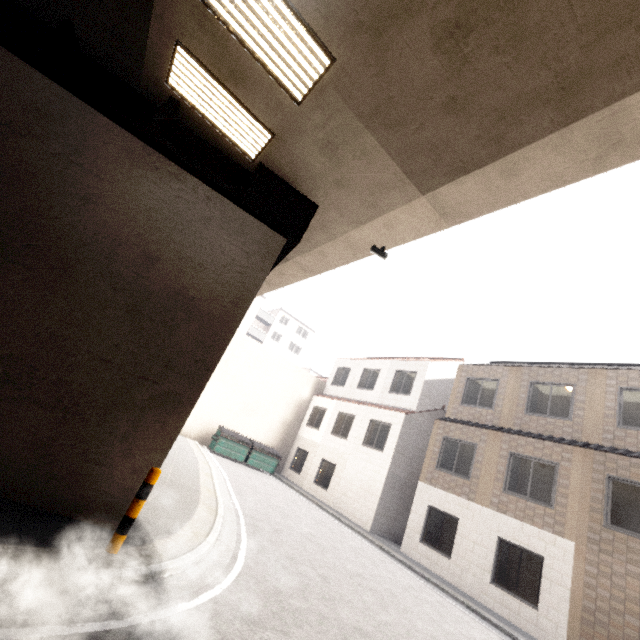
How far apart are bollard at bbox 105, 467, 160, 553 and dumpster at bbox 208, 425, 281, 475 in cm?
1458

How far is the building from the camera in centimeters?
4808cm

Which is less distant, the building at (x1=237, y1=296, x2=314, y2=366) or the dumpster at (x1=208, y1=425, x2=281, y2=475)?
the dumpster at (x1=208, y1=425, x2=281, y2=475)

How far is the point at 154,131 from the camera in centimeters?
597cm

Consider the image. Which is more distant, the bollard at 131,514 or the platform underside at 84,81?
the platform underside at 84,81

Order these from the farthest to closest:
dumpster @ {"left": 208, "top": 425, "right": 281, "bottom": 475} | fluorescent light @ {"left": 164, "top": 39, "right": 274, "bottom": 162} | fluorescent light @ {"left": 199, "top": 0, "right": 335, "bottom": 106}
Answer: dumpster @ {"left": 208, "top": 425, "right": 281, "bottom": 475} → fluorescent light @ {"left": 164, "top": 39, "right": 274, "bottom": 162} → fluorescent light @ {"left": 199, "top": 0, "right": 335, "bottom": 106}

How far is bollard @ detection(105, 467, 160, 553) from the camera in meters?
4.3

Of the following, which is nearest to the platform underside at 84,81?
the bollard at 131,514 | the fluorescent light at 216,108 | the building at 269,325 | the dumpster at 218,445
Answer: the fluorescent light at 216,108
